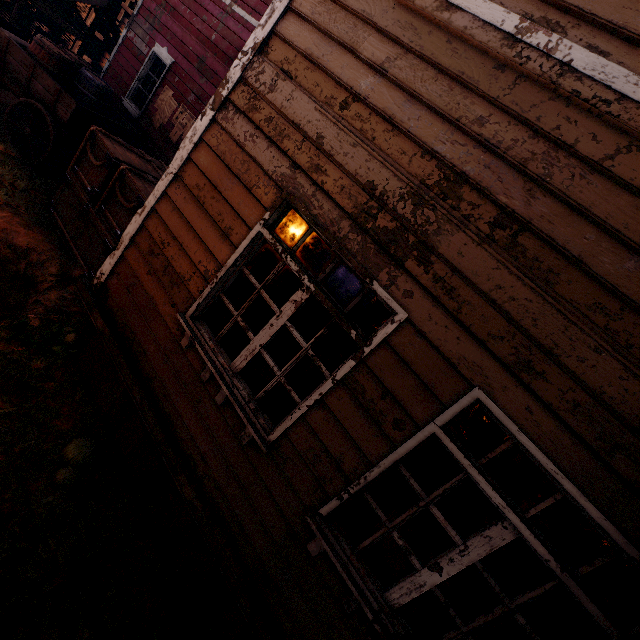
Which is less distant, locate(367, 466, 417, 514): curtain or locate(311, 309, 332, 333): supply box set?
locate(367, 466, 417, 514): curtain

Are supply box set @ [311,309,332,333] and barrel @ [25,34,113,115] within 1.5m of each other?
no

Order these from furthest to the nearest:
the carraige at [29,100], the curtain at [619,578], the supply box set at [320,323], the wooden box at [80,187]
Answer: the supply box set at [320,323] < the carraige at [29,100] < the wooden box at [80,187] < the curtain at [619,578]

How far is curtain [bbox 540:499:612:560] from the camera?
1.8m

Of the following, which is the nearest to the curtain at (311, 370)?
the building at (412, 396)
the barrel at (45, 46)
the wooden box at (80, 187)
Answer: the building at (412, 396)

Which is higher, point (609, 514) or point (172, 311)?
point (609, 514)

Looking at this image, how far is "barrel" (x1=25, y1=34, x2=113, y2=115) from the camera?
6.05m

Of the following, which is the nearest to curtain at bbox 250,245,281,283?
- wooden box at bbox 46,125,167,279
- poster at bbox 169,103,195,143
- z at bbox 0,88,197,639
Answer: z at bbox 0,88,197,639
